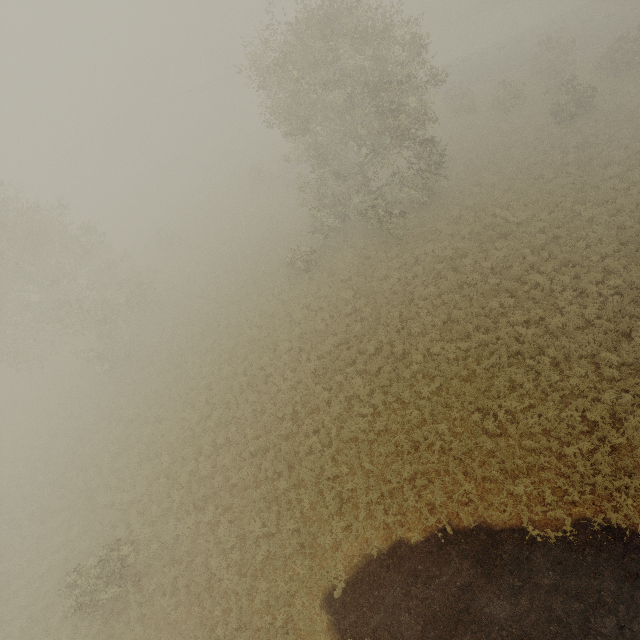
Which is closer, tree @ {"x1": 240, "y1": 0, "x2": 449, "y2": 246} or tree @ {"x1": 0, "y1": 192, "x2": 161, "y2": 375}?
tree @ {"x1": 240, "y1": 0, "x2": 449, "y2": 246}

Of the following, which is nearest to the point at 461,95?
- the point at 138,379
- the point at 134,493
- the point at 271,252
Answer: the point at 271,252

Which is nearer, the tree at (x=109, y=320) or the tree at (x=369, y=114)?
the tree at (x=369, y=114)
